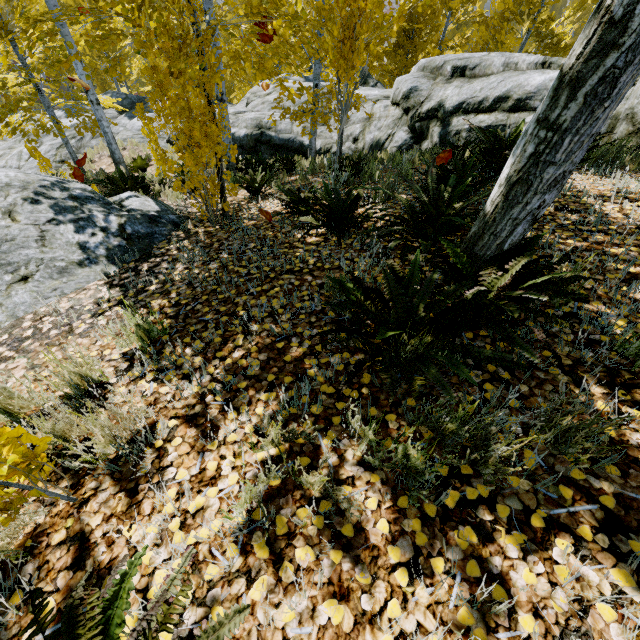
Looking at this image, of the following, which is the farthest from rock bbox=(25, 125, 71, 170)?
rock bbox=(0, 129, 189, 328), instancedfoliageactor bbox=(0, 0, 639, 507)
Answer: rock bbox=(0, 129, 189, 328)

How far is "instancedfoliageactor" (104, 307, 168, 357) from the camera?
2.1m

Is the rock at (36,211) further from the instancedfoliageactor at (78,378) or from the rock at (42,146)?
the rock at (42,146)

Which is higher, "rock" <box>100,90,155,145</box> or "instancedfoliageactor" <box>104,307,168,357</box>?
"instancedfoliageactor" <box>104,307,168,357</box>

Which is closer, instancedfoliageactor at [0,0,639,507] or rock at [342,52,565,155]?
instancedfoliageactor at [0,0,639,507]

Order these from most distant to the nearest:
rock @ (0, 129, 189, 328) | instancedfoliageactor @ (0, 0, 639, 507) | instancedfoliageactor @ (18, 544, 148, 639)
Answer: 1. rock @ (0, 129, 189, 328)
2. instancedfoliageactor @ (0, 0, 639, 507)
3. instancedfoliageactor @ (18, 544, 148, 639)

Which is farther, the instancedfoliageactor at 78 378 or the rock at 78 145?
the rock at 78 145

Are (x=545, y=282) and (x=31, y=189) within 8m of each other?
yes
